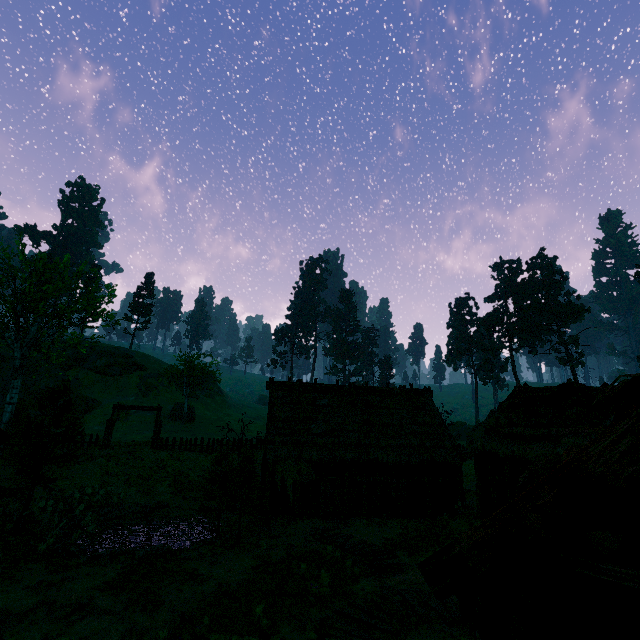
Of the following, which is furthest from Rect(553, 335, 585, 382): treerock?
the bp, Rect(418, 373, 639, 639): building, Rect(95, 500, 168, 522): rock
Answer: the bp

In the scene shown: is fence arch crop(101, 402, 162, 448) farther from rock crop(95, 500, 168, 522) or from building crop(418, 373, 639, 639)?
rock crop(95, 500, 168, 522)

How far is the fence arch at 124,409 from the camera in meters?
27.3

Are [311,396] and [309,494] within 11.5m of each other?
yes

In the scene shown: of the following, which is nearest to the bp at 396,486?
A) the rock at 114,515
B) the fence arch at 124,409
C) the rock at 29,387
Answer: the rock at 114,515

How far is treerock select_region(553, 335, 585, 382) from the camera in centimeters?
5434cm

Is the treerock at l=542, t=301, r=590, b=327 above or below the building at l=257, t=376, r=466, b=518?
above

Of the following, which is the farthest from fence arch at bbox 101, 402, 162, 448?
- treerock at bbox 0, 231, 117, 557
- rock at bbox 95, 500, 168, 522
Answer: rock at bbox 95, 500, 168, 522
